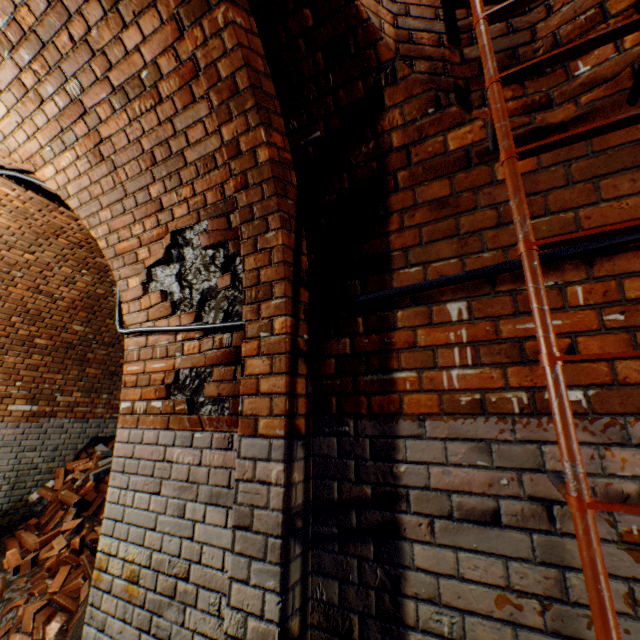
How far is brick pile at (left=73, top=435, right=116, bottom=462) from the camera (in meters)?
5.52

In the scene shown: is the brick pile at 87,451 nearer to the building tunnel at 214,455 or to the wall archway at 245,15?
the building tunnel at 214,455

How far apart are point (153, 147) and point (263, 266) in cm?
128

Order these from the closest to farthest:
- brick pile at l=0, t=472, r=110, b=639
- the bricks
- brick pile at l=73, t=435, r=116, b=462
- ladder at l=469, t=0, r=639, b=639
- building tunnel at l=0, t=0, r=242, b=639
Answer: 1. ladder at l=469, t=0, r=639, b=639
2. building tunnel at l=0, t=0, r=242, b=639
3. brick pile at l=0, t=472, r=110, b=639
4. the bricks
5. brick pile at l=73, t=435, r=116, b=462

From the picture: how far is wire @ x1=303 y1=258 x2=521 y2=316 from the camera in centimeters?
122cm

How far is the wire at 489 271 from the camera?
Answer: 1.2 meters

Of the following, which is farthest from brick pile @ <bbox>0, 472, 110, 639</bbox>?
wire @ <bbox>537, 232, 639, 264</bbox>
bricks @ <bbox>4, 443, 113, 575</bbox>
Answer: wire @ <bbox>537, 232, 639, 264</bbox>

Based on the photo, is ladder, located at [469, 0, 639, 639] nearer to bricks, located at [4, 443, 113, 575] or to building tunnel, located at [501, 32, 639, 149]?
building tunnel, located at [501, 32, 639, 149]
